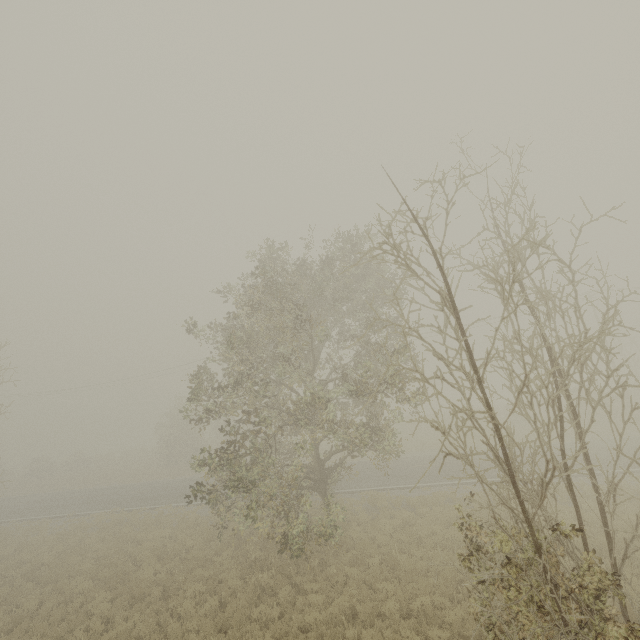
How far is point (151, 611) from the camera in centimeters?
1113cm
